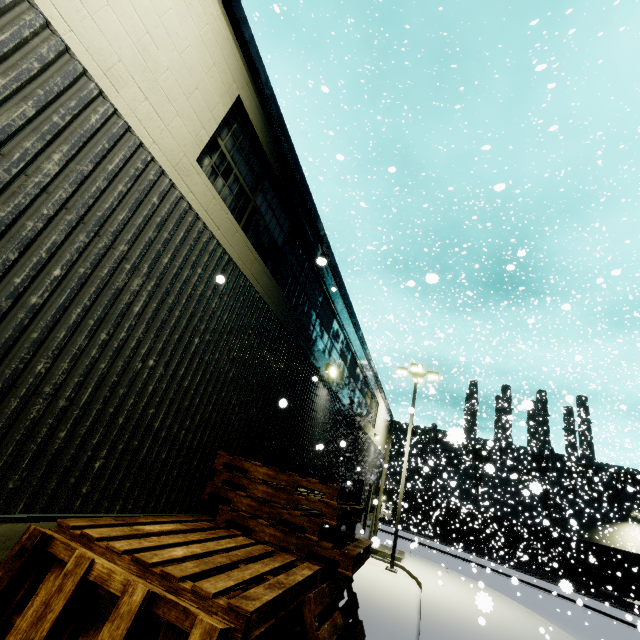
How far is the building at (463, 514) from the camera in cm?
3269

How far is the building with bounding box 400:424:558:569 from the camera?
32.7 meters

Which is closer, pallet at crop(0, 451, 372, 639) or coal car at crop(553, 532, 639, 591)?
pallet at crop(0, 451, 372, 639)

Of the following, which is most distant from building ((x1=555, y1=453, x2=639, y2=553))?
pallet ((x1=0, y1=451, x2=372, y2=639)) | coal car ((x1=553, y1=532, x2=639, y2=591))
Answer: coal car ((x1=553, y1=532, x2=639, y2=591))

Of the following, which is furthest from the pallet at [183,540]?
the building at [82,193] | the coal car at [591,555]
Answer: the coal car at [591,555]

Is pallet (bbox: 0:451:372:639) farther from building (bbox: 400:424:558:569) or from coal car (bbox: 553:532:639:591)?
coal car (bbox: 553:532:639:591)

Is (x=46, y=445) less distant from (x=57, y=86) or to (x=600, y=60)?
(x=57, y=86)
